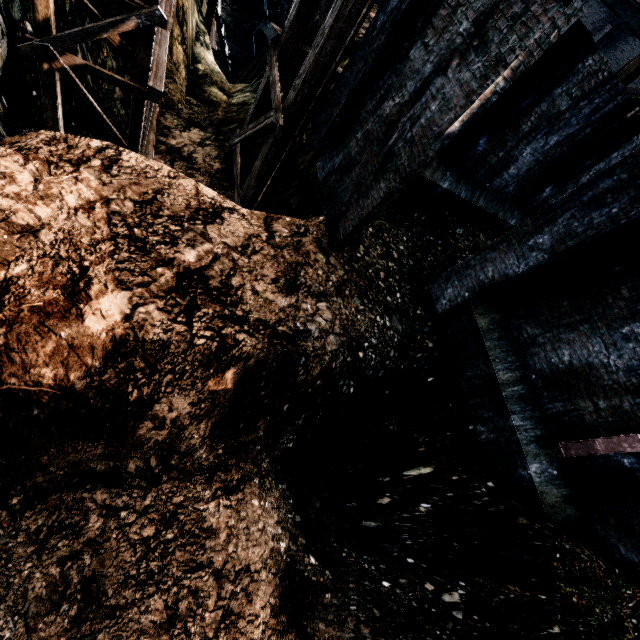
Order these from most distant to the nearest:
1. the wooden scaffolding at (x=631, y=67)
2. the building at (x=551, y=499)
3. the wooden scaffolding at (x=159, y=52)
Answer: the wooden scaffolding at (x=631, y=67), the wooden scaffolding at (x=159, y=52), the building at (x=551, y=499)

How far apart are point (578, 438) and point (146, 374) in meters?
8.7 m

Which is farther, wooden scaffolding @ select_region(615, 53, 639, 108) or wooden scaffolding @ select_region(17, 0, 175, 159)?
wooden scaffolding @ select_region(615, 53, 639, 108)

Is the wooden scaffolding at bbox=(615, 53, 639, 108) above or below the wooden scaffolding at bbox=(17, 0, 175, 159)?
above

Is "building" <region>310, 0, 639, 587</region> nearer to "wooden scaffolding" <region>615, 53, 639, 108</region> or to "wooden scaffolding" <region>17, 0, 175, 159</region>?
"wooden scaffolding" <region>615, 53, 639, 108</region>

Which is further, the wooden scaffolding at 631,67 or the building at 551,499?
the wooden scaffolding at 631,67
